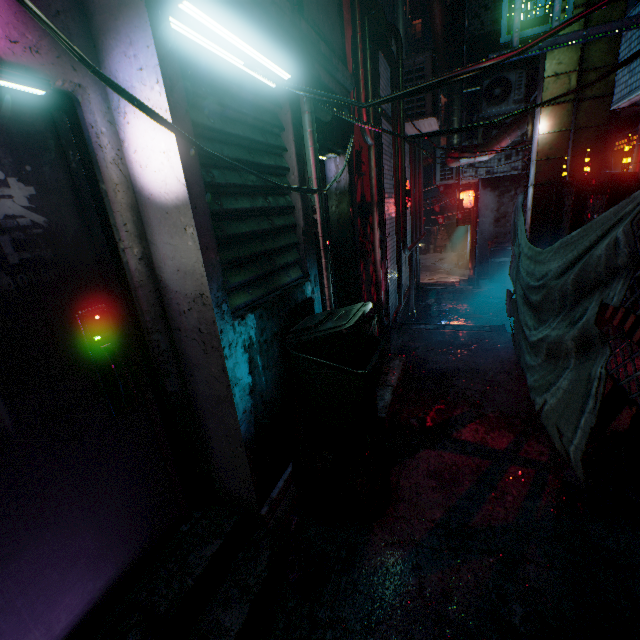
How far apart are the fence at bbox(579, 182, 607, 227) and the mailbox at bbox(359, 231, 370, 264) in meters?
2.0 m

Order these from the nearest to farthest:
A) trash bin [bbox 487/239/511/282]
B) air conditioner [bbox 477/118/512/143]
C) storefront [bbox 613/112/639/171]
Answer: storefront [bbox 613/112/639/171] → air conditioner [bbox 477/118/512/143] → trash bin [bbox 487/239/511/282]

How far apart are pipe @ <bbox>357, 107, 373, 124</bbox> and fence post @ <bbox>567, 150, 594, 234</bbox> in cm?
196

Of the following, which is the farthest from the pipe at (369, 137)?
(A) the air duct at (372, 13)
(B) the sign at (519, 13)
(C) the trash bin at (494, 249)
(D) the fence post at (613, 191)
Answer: (C) the trash bin at (494, 249)

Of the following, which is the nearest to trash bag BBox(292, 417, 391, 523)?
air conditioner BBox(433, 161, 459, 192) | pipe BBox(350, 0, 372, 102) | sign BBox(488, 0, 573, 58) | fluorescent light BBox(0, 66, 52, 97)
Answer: fluorescent light BBox(0, 66, 52, 97)

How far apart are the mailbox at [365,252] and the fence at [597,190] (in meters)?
2.01

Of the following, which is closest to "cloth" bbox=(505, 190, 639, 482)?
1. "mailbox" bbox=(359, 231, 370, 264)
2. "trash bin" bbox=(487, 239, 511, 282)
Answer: "mailbox" bbox=(359, 231, 370, 264)

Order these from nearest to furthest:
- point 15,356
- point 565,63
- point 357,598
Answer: point 15,356 → point 357,598 → point 565,63
